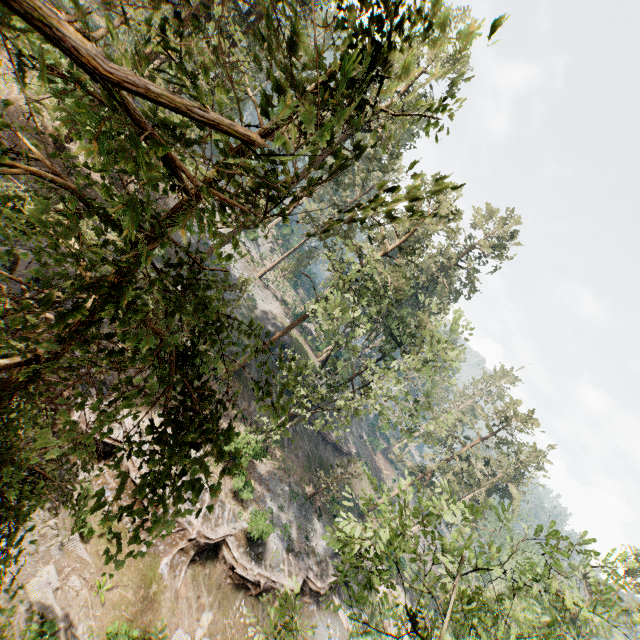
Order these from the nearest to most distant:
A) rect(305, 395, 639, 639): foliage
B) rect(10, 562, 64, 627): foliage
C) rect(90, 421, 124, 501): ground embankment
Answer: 1. rect(305, 395, 639, 639): foliage
2. rect(10, 562, 64, 627): foliage
3. rect(90, 421, 124, 501): ground embankment

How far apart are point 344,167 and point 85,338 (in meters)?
4.75

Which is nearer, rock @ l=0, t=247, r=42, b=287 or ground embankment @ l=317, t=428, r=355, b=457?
rock @ l=0, t=247, r=42, b=287

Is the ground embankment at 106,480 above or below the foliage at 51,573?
above

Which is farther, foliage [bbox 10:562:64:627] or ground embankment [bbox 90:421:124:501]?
ground embankment [bbox 90:421:124:501]

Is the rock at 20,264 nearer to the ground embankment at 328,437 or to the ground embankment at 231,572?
the ground embankment at 231,572

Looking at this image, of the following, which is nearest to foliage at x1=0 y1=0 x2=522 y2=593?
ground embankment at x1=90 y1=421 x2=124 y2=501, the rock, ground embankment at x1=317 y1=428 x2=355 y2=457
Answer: ground embankment at x1=90 y1=421 x2=124 y2=501

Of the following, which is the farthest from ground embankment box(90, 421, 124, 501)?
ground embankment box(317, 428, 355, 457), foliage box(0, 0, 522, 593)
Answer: ground embankment box(317, 428, 355, 457)
